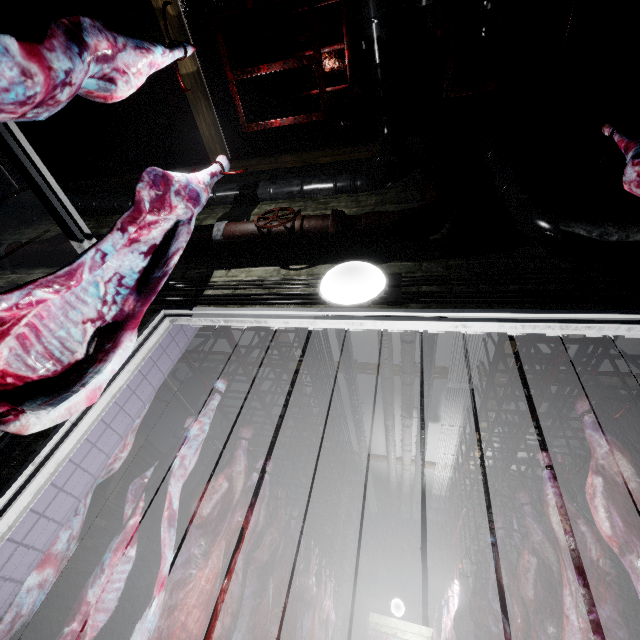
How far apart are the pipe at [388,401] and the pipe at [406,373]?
0.39m

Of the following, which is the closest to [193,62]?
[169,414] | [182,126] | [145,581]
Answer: [182,126]

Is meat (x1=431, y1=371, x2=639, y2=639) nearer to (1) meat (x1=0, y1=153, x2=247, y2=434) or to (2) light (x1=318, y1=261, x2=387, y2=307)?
(2) light (x1=318, y1=261, x2=387, y2=307)

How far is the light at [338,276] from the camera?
1.4m

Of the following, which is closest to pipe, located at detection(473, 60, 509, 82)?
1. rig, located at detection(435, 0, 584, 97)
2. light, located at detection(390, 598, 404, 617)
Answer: rig, located at detection(435, 0, 584, 97)

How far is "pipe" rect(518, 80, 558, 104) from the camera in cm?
221

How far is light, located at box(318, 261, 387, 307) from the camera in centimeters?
141cm
